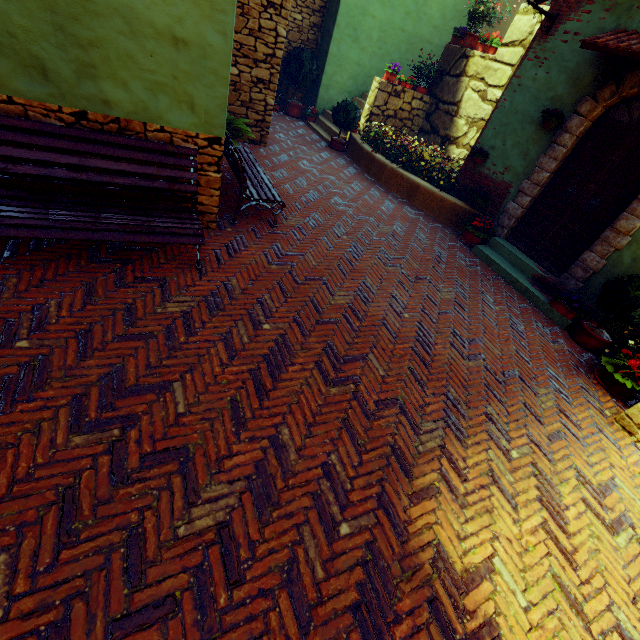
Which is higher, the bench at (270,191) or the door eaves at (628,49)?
the door eaves at (628,49)

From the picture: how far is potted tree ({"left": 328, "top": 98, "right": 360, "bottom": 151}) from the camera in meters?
9.1

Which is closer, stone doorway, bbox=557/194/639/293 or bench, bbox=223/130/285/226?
bench, bbox=223/130/285/226

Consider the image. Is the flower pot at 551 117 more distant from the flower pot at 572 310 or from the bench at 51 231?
the bench at 51 231

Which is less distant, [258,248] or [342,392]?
[342,392]

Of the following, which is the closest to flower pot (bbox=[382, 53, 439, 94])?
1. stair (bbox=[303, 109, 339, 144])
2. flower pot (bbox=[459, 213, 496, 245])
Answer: stair (bbox=[303, 109, 339, 144])

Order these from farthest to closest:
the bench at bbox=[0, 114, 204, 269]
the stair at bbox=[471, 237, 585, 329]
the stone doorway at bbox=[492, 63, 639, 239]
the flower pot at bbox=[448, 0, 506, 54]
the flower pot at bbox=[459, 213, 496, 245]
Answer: the flower pot at bbox=[448, 0, 506, 54], the flower pot at bbox=[459, 213, 496, 245], the stair at bbox=[471, 237, 585, 329], the stone doorway at bbox=[492, 63, 639, 239], the bench at bbox=[0, 114, 204, 269]

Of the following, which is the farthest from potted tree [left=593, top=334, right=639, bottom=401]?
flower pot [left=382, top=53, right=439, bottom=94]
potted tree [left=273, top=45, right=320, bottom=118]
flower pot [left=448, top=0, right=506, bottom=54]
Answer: potted tree [left=273, top=45, right=320, bottom=118]
